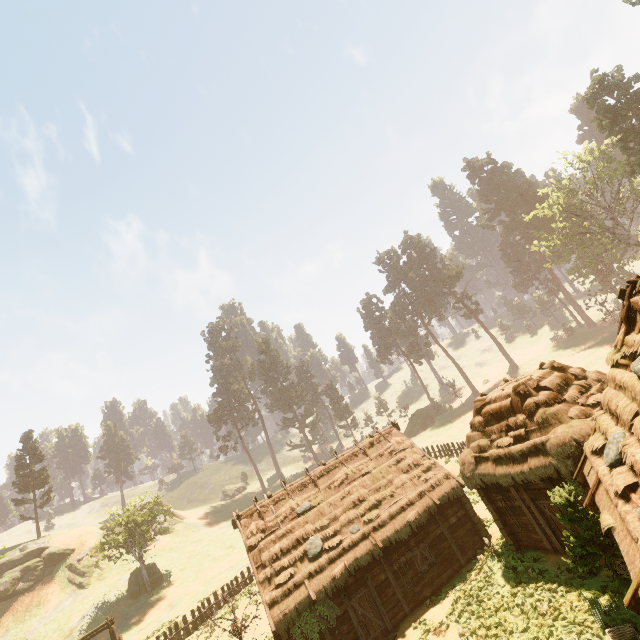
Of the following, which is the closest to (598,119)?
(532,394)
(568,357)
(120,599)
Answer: (568,357)

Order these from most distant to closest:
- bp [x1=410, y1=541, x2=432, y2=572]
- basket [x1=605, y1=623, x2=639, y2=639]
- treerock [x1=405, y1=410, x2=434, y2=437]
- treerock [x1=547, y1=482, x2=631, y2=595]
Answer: treerock [x1=405, y1=410, x2=434, y2=437]
bp [x1=410, y1=541, x2=432, y2=572]
treerock [x1=547, y1=482, x2=631, y2=595]
basket [x1=605, y1=623, x2=639, y2=639]

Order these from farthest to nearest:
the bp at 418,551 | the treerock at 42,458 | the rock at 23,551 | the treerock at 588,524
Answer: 1. the treerock at 42,458
2. the rock at 23,551
3. the bp at 418,551
4. the treerock at 588,524

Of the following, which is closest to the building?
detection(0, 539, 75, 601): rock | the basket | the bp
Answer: the bp

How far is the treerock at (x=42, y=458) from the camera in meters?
48.6 m

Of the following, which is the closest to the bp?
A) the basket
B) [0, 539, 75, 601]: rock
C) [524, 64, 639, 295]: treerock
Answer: [524, 64, 639, 295]: treerock

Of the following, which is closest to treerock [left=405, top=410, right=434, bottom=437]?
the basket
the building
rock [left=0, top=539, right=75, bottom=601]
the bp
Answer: the building

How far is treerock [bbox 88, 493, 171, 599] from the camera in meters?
34.8
